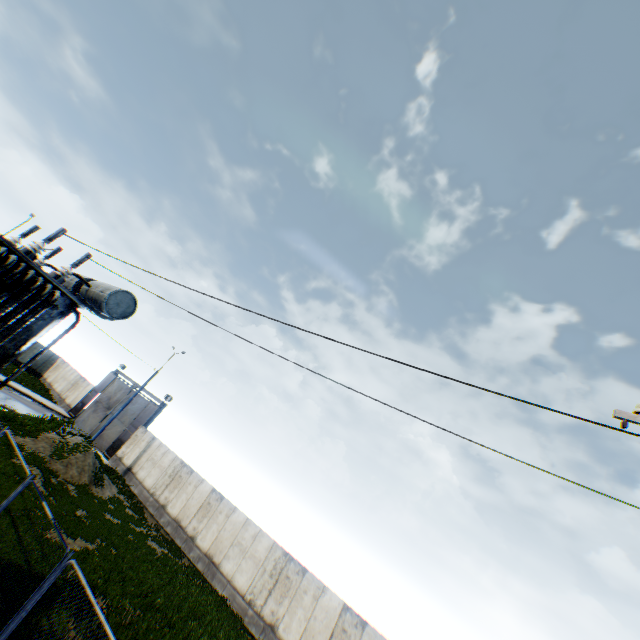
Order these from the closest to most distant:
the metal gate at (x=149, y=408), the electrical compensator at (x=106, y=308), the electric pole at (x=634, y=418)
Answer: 1. the electric pole at (x=634, y=418)
2. the electrical compensator at (x=106, y=308)
3. the metal gate at (x=149, y=408)

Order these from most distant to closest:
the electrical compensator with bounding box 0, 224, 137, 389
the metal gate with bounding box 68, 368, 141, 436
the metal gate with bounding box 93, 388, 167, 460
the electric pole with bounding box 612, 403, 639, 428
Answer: the metal gate with bounding box 68, 368, 141, 436
the metal gate with bounding box 93, 388, 167, 460
the electrical compensator with bounding box 0, 224, 137, 389
the electric pole with bounding box 612, 403, 639, 428

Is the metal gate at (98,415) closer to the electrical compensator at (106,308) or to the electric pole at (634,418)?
the electrical compensator at (106,308)

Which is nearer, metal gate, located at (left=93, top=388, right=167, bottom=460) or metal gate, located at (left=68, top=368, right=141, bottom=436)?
metal gate, located at (left=93, top=388, right=167, bottom=460)

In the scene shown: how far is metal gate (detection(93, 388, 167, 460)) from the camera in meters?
28.3

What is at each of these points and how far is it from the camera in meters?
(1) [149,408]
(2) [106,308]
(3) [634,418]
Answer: (1) metal gate, 29.9 m
(2) electrical compensator, 8.1 m
(3) electric pole, 4.2 m

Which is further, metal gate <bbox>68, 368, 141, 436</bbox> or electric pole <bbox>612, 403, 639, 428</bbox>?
metal gate <bbox>68, 368, 141, 436</bbox>
